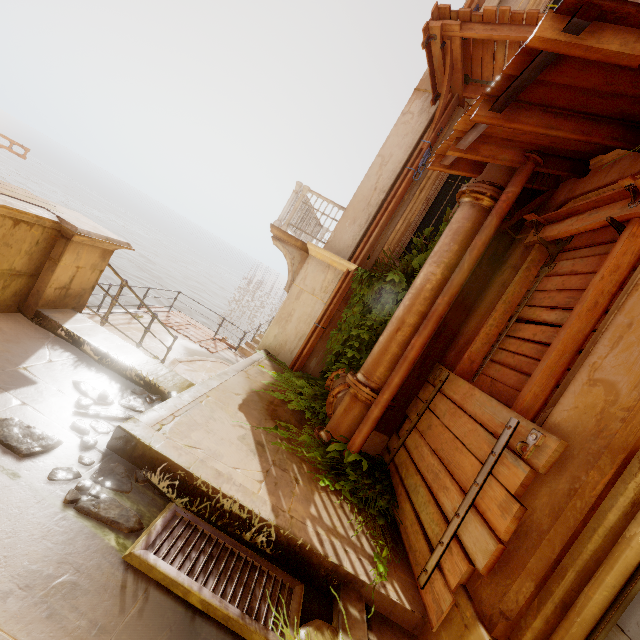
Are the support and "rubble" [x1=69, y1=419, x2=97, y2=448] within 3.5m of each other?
no

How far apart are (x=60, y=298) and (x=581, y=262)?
5.6m

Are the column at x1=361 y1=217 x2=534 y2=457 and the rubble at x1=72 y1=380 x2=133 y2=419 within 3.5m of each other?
yes

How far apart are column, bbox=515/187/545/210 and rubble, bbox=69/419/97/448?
2.6 meters

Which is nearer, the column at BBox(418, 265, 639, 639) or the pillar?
the column at BBox(418, 265, 639, 639)

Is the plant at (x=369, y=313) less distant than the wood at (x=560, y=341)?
No

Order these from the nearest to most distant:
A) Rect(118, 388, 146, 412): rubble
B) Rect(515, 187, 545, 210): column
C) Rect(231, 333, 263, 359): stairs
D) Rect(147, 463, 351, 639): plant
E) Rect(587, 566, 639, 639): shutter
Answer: Rect(587, 566, 639, 639): shutter, Rect(147, 463, 351, 639): plant, Rect(118, 388, 146, 412): rubble, Rect(515, 187, 545, 210): column, Rect(231, 333, 263, 359): stairs

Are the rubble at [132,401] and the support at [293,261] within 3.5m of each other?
no
